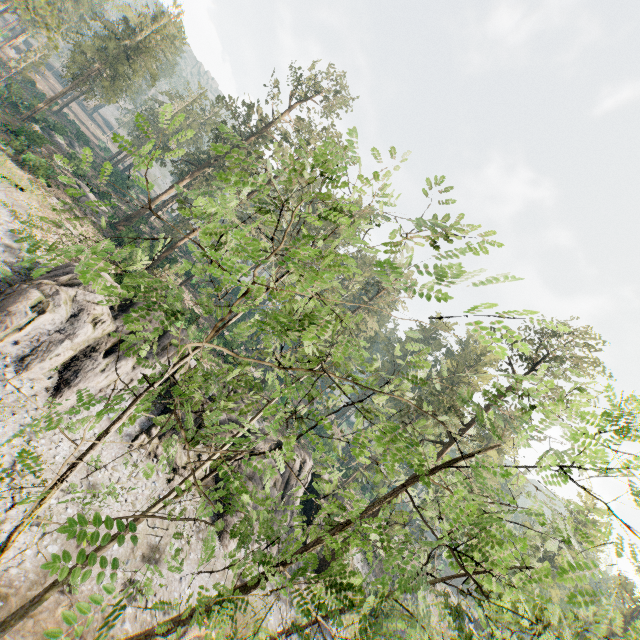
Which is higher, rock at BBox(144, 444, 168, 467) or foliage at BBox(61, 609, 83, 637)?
foliage at BBox(61, 609, 83, 637)

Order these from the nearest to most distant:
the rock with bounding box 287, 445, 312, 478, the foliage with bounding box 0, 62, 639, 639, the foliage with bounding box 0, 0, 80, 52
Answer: the foliage with bounding box 0, 62, 639, 639 < the foliage with bounding box 0, 0, 80, 52 < the rock with bounding box 287, 445, 312, 478

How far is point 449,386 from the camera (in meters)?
4.48

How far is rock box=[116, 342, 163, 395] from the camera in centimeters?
2128cm

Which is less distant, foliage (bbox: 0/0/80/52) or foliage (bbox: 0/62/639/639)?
foliage (bbox: 0/62/639/639)

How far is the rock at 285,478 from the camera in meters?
27.0 m
